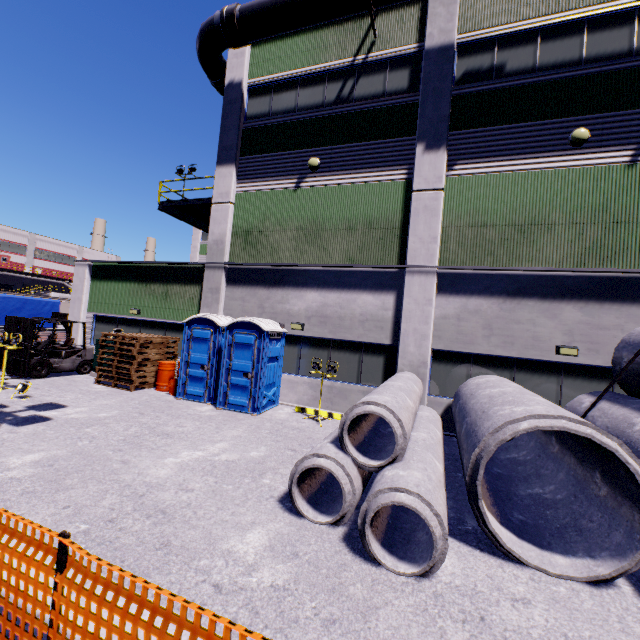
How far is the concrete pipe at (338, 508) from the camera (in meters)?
3.83

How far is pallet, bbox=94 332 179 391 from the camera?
11.50m

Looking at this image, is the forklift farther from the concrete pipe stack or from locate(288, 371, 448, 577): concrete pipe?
the concrete pipe stack

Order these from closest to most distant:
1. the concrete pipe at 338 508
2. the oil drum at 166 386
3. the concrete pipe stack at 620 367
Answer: the concrete pipe at 338 508 → the concrete pipe stack at 620 367 → the oil drum at 166 386

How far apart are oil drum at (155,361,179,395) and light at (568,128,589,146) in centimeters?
1409cm

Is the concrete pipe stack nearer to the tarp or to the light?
the tarp

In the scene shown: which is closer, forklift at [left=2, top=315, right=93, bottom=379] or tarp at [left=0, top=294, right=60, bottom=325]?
forklift at [left=2, top=315, right=93, bottom=379]

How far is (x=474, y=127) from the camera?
10.1 meters
